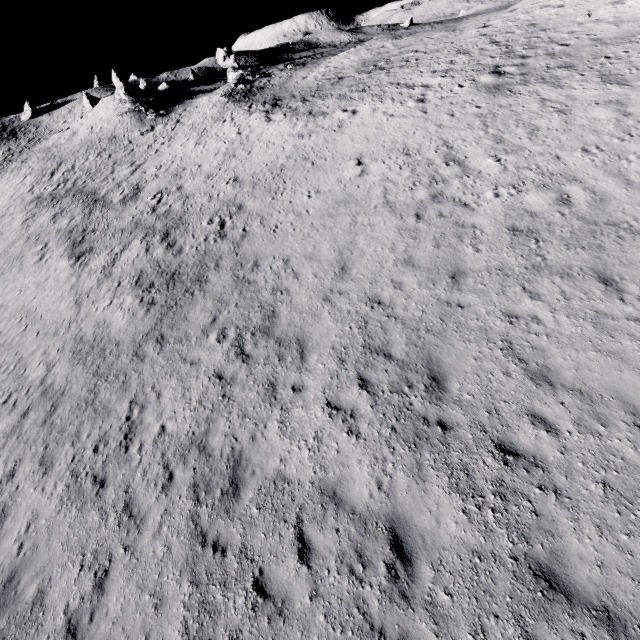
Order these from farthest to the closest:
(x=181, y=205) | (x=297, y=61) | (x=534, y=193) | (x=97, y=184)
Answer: (x=297, y=61) → (x=97, y=184) → (x=181, y=205) → (x=534, y=193)

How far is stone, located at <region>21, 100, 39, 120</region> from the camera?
56.0m

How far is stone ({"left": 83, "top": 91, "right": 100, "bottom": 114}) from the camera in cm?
5062

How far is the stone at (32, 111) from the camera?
56.0m

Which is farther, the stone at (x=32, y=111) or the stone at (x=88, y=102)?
the stone at (x=32, y=111)

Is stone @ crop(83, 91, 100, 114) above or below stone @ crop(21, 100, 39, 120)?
below

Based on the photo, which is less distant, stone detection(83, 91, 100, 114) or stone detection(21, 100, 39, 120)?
stone detection(83, 91, 100, 114)
